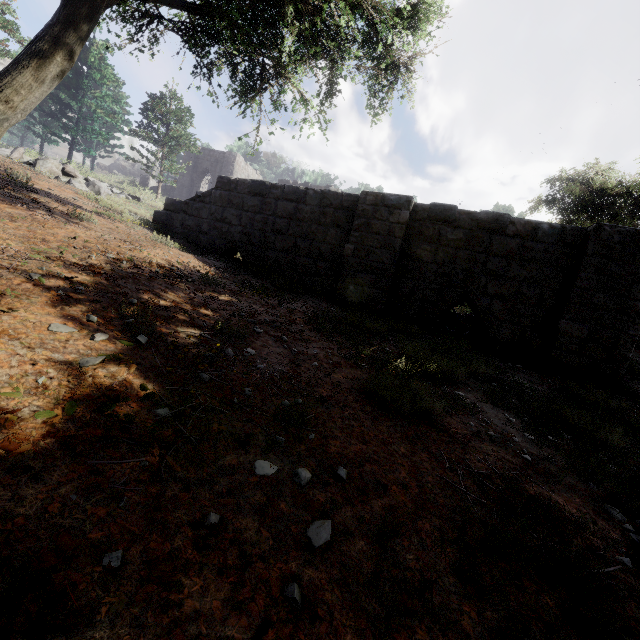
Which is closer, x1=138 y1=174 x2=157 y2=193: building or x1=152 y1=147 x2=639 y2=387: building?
x1=152 y1=147 x2=639 y2=387: building

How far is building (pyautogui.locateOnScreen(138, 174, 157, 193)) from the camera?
19.9 meters

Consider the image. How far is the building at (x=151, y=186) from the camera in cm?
1991

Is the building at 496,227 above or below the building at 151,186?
below

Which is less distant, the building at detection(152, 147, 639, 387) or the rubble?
the building at detection(152, 147, 639, 387)

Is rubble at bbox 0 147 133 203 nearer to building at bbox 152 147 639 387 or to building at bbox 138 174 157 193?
building at bbox 152 147 639 387

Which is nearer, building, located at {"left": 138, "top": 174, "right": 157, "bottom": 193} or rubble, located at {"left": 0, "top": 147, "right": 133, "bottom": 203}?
rubble, located at {"left": 0, "top": 147, "right": 133, "bottom": 203}

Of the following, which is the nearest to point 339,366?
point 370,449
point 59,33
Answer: point 370,449
